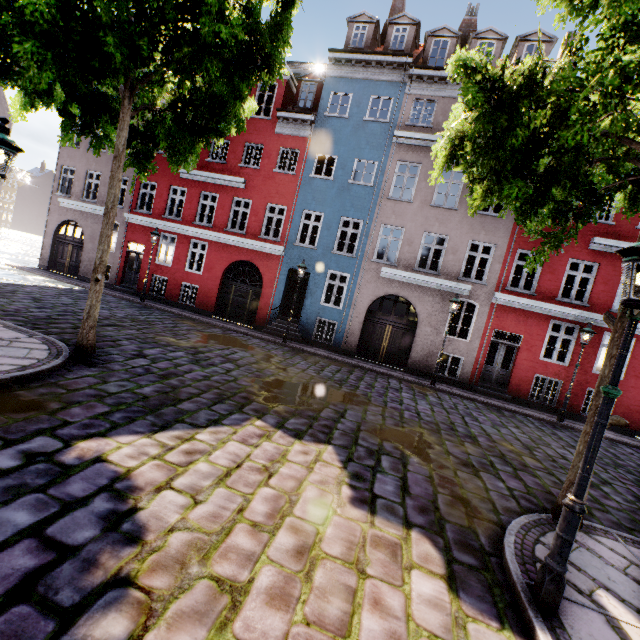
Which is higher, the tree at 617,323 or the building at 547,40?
the building at 547,40

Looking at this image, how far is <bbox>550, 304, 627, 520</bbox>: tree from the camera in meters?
4.6 m

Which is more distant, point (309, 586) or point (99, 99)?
point (99, 99)

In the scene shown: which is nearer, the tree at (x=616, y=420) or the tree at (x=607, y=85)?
the tree at (x=607, y=85)

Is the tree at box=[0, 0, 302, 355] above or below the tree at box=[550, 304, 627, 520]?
above

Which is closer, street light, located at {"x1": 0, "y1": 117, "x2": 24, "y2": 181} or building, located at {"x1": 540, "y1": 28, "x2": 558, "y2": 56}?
street light, located at {"x1": 0, "y1": 117, "x2": 24, "y2": 181}

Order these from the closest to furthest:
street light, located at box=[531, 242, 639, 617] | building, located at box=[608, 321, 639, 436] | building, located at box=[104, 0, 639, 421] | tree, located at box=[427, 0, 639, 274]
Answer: street light, located at box=[531, 242, 639, 617], tree, located at box=[427, 0, 639, 274], building, located at box=[608, 321, 639, 436], building, located at box=[104, 0, 639, 421]

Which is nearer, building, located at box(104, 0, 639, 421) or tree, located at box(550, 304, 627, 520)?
tree, located at box(550, 304, 627, 520)
